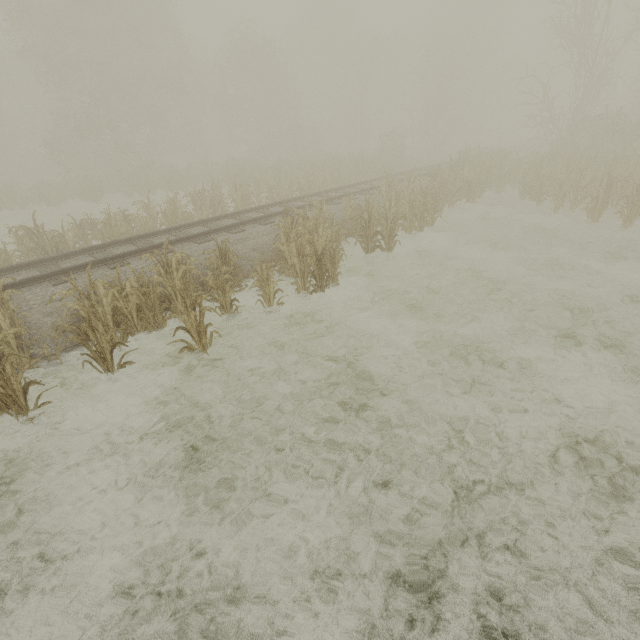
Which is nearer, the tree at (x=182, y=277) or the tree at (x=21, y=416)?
the tree at (x=21, y=416)

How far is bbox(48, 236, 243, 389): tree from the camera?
5.4 meters

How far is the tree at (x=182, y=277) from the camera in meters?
5.4 m

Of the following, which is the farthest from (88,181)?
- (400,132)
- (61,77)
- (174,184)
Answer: (400,132)

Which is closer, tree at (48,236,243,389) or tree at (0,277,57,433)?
tree at (0,277,57,433)
